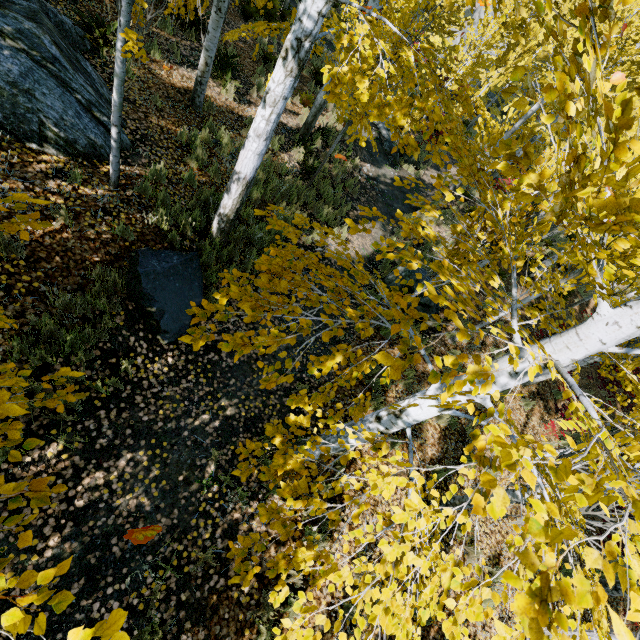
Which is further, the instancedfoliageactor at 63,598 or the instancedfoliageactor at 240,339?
the instancedfoliageactor at 240,339

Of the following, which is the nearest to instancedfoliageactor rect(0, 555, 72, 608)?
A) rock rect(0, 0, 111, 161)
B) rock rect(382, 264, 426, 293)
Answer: rock rect(0, 0, 111, 161)

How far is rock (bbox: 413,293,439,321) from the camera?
8.4 meters

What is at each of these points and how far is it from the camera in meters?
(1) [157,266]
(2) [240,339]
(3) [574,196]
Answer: (1) rock, 4.7 m
(2) instancedfoliageactor, 2.0 m
(3) instancedfoliageactor, 1.2 m

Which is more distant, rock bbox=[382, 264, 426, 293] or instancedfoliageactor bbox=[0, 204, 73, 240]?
rock bbox=[382, 264, 426, 293]

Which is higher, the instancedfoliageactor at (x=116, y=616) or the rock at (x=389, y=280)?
the instancedfoliageactor at (x=116, y=616)

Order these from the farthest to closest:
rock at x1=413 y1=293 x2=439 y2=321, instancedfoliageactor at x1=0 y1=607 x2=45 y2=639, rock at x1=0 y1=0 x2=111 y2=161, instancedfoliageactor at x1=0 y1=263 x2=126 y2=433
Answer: rock at x1=413 y1=293 x2=439 y2=321
rock at x1=0 y1=0 x2=111 y2=161
instancedfoliageactor at x1=0 y1=263 x2=126 y2=433
instancedfoliageactor at x1=0 y1=607 x2=45 y2=639
